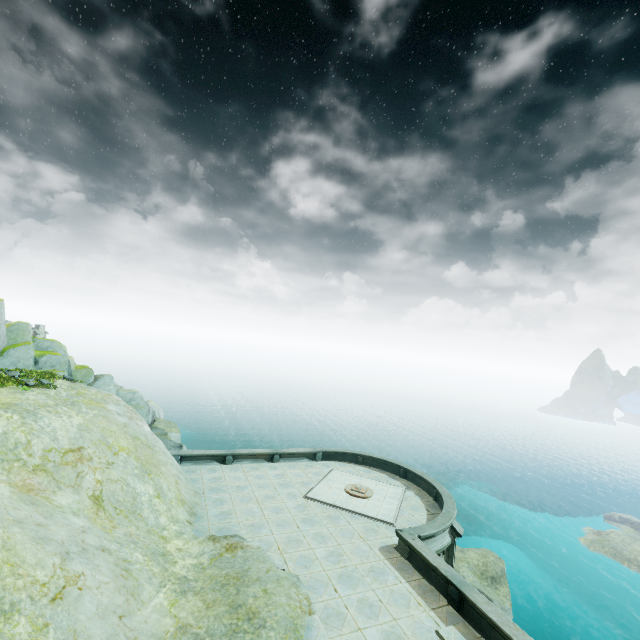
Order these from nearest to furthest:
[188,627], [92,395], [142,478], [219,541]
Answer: [188,627] → [219,541] → [142,478] → [92,395]

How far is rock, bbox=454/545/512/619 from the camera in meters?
23.9 m

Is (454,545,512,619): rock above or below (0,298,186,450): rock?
below

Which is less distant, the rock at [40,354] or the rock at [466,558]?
the rock at [40,354]

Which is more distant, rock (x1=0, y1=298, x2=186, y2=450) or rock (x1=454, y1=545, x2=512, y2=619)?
rock (x1=454, y1=545, x2=512, y2=619)

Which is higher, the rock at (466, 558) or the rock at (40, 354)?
the rock at (40, 354)
